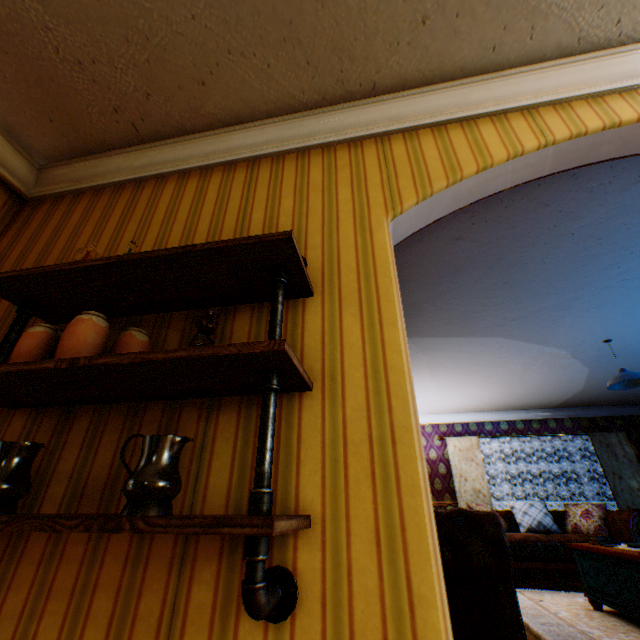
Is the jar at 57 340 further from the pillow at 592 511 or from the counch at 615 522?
the pillow at 592 511

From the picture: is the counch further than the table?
Yes

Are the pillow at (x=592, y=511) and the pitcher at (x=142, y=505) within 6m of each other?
no

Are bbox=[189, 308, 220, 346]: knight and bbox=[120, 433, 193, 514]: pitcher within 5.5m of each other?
yes

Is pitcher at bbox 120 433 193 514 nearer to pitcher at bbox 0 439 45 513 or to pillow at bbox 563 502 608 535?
pitcher at bbox 0 439 45 513

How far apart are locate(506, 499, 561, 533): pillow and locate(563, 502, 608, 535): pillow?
0.2m

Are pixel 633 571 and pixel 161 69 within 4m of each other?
no

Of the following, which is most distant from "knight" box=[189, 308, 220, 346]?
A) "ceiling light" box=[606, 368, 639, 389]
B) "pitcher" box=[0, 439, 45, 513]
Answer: "ceiling light" box=[606, 368, 639, 389]
